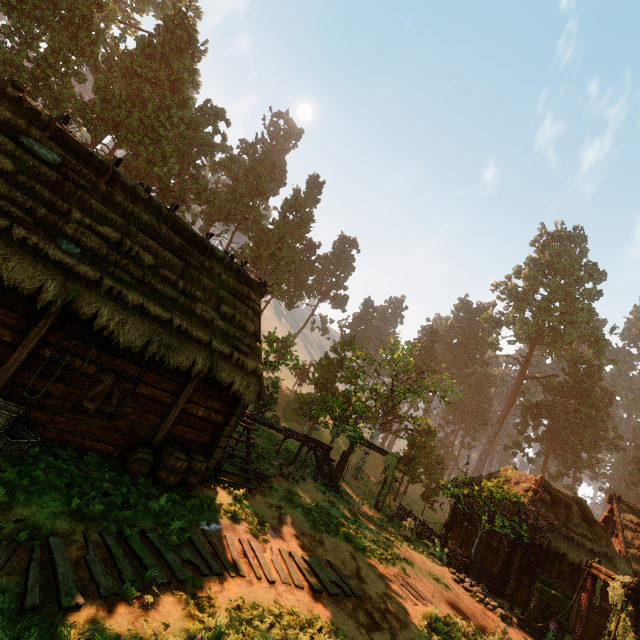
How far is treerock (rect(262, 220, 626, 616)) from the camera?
20.3m

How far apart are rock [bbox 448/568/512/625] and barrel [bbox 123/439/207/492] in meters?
12.2 m

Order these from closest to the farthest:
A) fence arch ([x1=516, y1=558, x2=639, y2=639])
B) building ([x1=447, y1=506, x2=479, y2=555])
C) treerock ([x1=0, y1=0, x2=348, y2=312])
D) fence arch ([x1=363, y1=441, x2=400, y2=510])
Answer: fence arch ([x1=516, y1=558, x2=639, y2=639]), building ([x1=447, y1=506, x2=479, y2=555]), fence arch ([x1=363, y1=441, x2=400, y2=510]), treerock ([x1=0, y1=0, x2=348, y2=312])

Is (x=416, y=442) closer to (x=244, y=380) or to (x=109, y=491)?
(x=244, y=380)

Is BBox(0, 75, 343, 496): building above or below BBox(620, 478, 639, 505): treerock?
below

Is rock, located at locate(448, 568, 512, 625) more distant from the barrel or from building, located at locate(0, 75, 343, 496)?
the barrel

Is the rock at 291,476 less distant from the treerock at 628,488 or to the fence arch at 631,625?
the treerock at 628,488

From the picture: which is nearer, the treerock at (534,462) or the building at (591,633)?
the building at (591,633)
